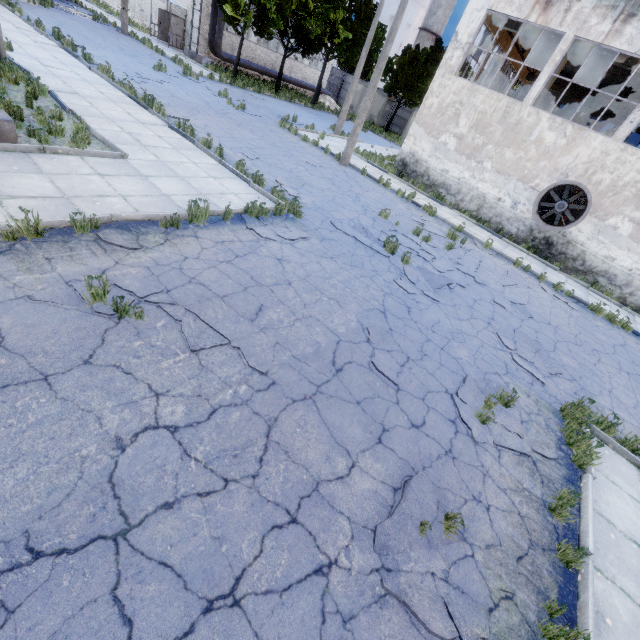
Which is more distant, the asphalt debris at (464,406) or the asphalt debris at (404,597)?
the asphalt debris at (464,406)

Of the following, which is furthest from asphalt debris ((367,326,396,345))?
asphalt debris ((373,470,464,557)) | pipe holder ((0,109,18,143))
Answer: pipe holder ((0,109,18,143))

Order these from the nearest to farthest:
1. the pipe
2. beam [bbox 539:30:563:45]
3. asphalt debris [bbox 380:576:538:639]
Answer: asphalt debris [bbox 380:576:538:639]
beam [bbox 539:30:563:45]
the pipe

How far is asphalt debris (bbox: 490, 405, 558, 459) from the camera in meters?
5.2 m

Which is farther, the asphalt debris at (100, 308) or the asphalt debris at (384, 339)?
the asphalt debris at (384, 339)

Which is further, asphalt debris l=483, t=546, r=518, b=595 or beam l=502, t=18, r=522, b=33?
beam l=502, t=18, r=522, b=33

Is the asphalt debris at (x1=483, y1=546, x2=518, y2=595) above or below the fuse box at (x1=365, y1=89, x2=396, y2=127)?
below

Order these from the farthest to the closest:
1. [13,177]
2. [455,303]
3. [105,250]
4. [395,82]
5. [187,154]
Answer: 1. [395,82]
2. [187,154]
3. [455,303]
4. [13,177]
5. [105,250]
